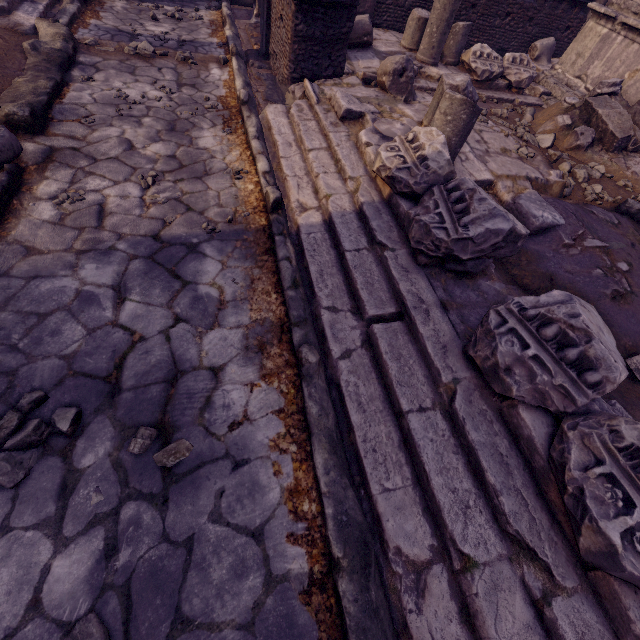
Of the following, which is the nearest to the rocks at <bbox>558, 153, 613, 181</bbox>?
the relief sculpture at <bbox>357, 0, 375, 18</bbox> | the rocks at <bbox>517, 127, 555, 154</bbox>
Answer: the rocks at <bbox>517, 127, 555, 154</bbox>

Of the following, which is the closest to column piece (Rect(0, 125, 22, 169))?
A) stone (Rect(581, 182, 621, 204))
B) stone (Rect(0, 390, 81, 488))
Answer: stone (Rect(0, 390, 81, 488))

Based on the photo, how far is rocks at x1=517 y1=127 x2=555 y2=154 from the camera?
5.11m

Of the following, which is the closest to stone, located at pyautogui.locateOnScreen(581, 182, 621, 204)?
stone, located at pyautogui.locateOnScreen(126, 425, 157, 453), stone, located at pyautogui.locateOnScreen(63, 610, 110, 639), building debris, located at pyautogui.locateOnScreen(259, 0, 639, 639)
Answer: building debris, located at pyautogui.locateOnScreen(259, 0, 639, 639)

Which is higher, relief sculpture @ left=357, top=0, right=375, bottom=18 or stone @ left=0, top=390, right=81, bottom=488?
relief sculpture @ left=357, top=0, right=375, bottom=18

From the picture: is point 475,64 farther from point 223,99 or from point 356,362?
point 356,362

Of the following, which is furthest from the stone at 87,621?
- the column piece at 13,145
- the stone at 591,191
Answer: the stone at 591,191

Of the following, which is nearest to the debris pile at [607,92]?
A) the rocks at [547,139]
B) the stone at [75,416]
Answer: the rocks at [547,139]
